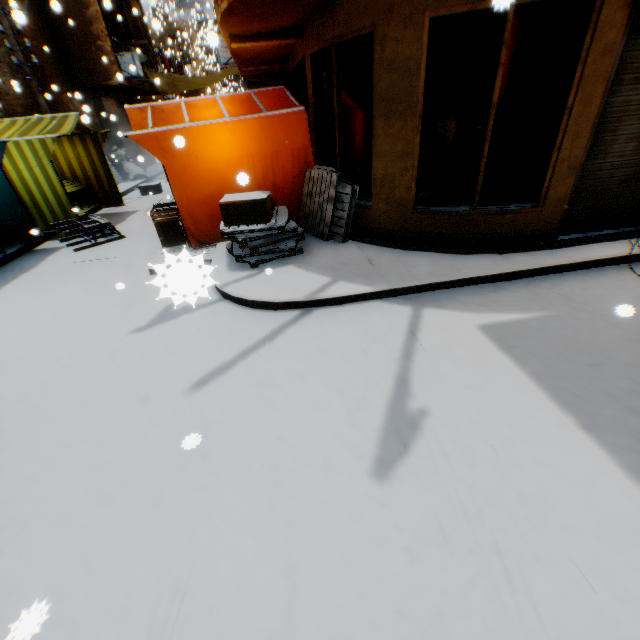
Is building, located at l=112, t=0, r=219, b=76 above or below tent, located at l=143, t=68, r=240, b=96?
above

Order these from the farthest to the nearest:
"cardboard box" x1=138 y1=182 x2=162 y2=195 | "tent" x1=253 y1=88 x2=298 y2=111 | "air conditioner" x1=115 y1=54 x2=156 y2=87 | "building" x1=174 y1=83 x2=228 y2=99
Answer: "building" x1=174 y1=83 x2=228 y2=99 < "air conditioner" x1=115 y1=54 x2=156 y2=87 < "cardboard box" x1=138 y1=182 x2=162 y2=195 < "tent" x1=253 y1=88 x2=298 y2=111

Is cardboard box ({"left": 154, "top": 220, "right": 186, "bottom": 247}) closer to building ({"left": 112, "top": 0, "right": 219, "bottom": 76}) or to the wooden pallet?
building ({"left": 112, "top": 0, "right": 219, "bottom": 76})

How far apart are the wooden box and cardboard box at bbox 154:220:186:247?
0.0m

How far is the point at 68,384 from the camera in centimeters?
350cm

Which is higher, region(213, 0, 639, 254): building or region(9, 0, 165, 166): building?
region(9, 0, 165, 166): building

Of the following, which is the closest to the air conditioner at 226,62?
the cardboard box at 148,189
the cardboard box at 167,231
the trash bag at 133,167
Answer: the trash bag at 133,167

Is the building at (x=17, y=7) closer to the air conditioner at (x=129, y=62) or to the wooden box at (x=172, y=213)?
the air conditioner at (x=129, y=62)
